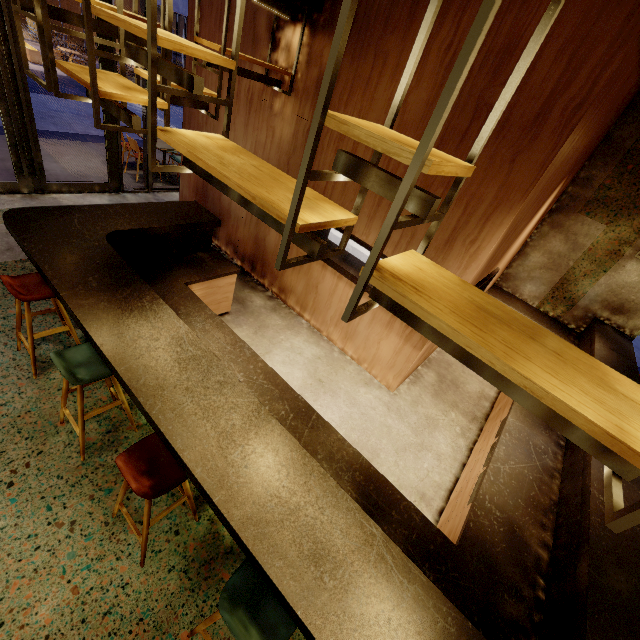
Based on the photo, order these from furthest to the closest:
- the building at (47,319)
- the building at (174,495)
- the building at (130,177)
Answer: the building at (130,177) < the building at (47,319) < the building at (174,495)

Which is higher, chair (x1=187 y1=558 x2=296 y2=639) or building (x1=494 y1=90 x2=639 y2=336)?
building (x1=494 y1=90 x2=639 y2=336)

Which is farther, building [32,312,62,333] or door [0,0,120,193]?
door [0,0,120,193]

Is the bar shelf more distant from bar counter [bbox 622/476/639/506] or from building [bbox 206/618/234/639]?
bar counter [bbox 622/476/639/506]

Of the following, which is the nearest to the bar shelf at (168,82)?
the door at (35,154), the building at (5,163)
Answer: the door at (35,154)

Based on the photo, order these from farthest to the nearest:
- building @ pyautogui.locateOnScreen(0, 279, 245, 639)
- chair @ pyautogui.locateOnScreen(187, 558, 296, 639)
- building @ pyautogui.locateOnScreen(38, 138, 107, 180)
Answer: building @ pyautogui.locateOnScreen(38, 138, 107, 180)
building @ pyautogui.locateOnScreen(0, 279, 245, 639)
chair @ pyautogui.locateOnScreen(187, 558, 296, 639)

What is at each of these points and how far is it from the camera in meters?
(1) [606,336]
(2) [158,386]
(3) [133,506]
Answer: (1) bar counter, 5.4 m
(2) bar counter, 2.1 m
(3) building, 2.6 m

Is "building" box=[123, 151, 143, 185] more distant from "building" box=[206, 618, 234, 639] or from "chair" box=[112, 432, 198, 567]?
"chair" box=[112, 432, 198, 567]
